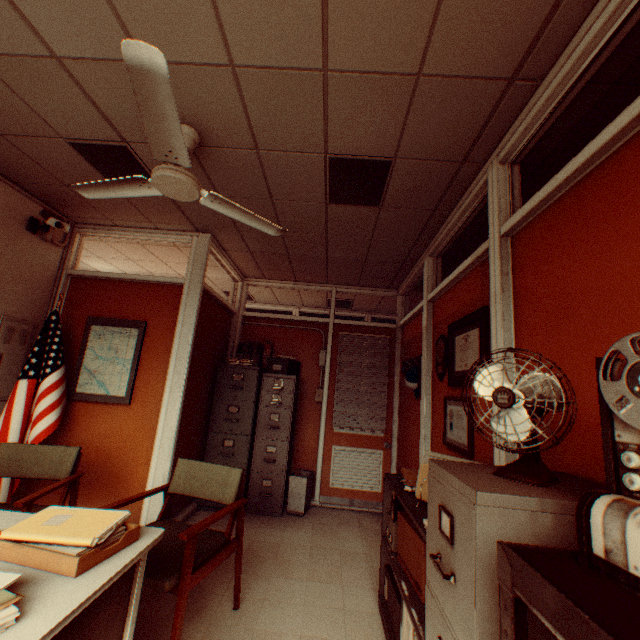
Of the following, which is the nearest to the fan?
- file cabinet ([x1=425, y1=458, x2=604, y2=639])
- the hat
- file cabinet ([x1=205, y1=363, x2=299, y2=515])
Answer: file cabinet ([x1=425, y1=458, x2=604, y2=639])

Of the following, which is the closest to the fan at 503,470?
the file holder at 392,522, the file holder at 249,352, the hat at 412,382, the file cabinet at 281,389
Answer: the file holder at 392,522

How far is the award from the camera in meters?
3.2

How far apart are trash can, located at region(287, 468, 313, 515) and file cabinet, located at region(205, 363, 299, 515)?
0.11m

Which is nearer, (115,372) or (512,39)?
(512,39)

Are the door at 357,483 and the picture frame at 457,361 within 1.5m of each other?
no

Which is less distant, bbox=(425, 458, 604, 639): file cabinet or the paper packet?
bbox=(425, 458, 604, 639): file cabinet

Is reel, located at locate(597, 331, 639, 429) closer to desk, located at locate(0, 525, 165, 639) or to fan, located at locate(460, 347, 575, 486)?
fan, located at locate(460, 347, 575, 486)
